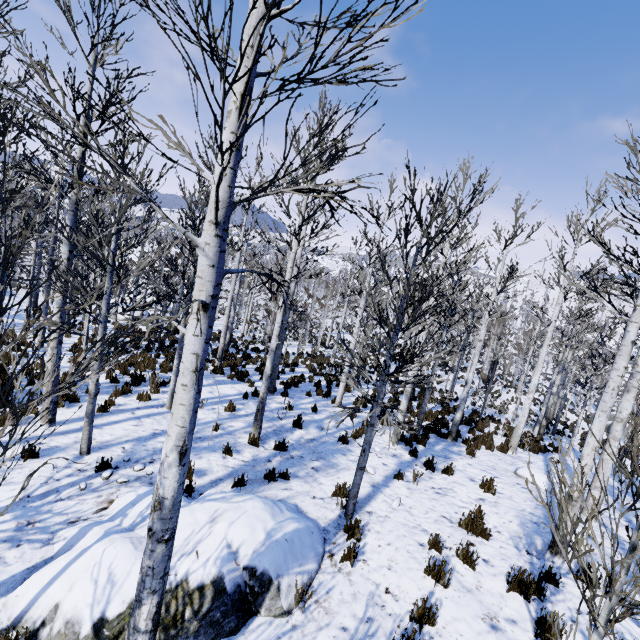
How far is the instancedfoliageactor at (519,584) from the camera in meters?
4.7 m

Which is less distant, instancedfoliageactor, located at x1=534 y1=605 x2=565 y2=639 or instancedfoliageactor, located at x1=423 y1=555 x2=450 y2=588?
instancedfoliageactor, located at x1=534 y1=605 x2=565 y2=639

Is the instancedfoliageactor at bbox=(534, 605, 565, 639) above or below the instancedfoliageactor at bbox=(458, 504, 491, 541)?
above

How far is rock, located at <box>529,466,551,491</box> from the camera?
8.6 meters

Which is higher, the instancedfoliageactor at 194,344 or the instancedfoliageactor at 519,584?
the instancedfoliageactor at 194,344

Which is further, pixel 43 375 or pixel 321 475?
pixel 321 475

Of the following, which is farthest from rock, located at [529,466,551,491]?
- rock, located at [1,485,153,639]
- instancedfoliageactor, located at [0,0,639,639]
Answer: rock, located at [1,485,153,639]
